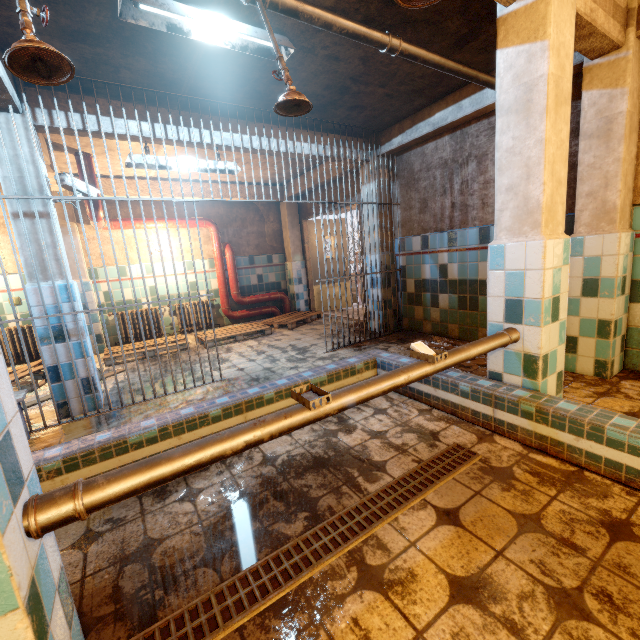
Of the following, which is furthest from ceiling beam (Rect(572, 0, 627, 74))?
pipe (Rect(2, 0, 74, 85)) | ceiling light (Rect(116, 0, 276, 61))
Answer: ceiling light (Rect(116, 0, 276, 61))

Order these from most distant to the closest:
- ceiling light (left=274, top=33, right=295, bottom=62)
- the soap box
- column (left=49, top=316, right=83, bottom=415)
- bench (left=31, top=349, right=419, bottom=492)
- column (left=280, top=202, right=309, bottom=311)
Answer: column (left=280, top=202, right=309, bottom=311) → column (left=49, top=316, right=83, bottom=415) → ceiling light (left=274, top=33, right=295, bottom=62) → bench (left=31, top=349, right=419, bottom=492) → the soap box

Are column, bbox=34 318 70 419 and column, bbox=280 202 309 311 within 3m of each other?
no

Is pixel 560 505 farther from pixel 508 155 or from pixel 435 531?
pixel 508 155

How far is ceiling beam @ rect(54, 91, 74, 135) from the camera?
2.9 meters

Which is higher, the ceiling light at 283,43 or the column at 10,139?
the ceiling light at 283,43

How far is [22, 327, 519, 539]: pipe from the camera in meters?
0.9

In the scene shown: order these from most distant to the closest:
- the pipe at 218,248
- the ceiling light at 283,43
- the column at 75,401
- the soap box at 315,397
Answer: the pipe at 218,248 < the column at 75,401 < the ceiling light at 283,43 < the soap box at 315,397
